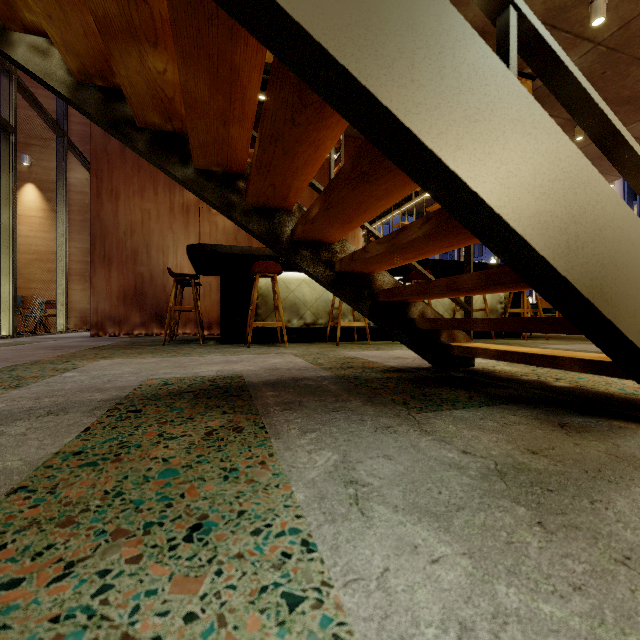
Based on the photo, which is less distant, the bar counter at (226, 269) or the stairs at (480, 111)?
the stairs at (480, 111)

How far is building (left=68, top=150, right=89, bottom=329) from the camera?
9.19m

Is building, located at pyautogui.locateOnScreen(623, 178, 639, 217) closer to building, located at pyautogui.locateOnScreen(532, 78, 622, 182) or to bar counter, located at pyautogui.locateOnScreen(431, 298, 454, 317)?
building, located at pyautogui.locateOnScreen(532, 78, 622, 182)

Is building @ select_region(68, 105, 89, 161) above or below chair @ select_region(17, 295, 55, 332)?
above

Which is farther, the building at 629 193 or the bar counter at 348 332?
the building at 629 193

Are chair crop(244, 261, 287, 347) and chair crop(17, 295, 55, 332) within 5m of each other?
no

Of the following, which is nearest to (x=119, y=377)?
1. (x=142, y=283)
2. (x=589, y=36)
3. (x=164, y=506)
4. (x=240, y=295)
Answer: (x=164, y=506)

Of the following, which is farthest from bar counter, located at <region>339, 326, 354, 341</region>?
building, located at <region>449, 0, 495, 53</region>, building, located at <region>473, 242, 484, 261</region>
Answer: building, located at <region>473, 242, 484, 261</region>
